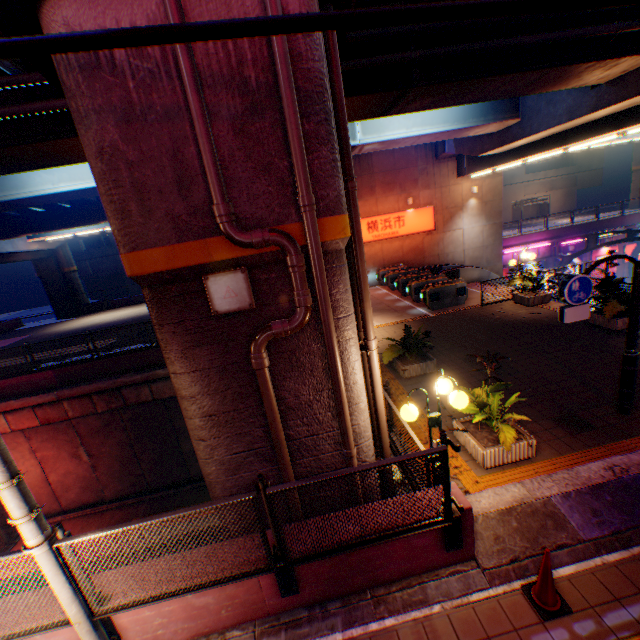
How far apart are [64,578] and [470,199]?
25.5 meters

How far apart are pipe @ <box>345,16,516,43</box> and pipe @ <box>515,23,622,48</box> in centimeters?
30cm

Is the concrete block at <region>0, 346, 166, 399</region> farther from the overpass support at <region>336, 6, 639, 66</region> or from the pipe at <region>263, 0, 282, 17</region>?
the pipe at <region>263, 0, 282, 17</region>

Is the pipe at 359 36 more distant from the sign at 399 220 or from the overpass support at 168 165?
the sign at 399 220

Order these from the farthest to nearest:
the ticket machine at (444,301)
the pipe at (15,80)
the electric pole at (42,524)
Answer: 1. the ticket machine at (444,301)
2. the pipe at (15,80)
3. the electric pole at (42,524)

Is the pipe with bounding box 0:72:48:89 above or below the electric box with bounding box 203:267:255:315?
above

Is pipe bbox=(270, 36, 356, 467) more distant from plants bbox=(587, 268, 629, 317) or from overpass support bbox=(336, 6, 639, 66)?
plants bbox=(587, 268, 629, 317)

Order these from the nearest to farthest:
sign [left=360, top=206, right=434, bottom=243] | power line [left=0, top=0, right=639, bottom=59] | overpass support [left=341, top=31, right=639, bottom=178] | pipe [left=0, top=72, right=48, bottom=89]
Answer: power line [left=0, top=0, right=639, bottom=59]
pipe [left=0, top=72, right=48, bottom=89]
overpass support [left=341, top=31, right=639, bottom=178]
sign [left=360, top=206, right=434, bottom=243]
